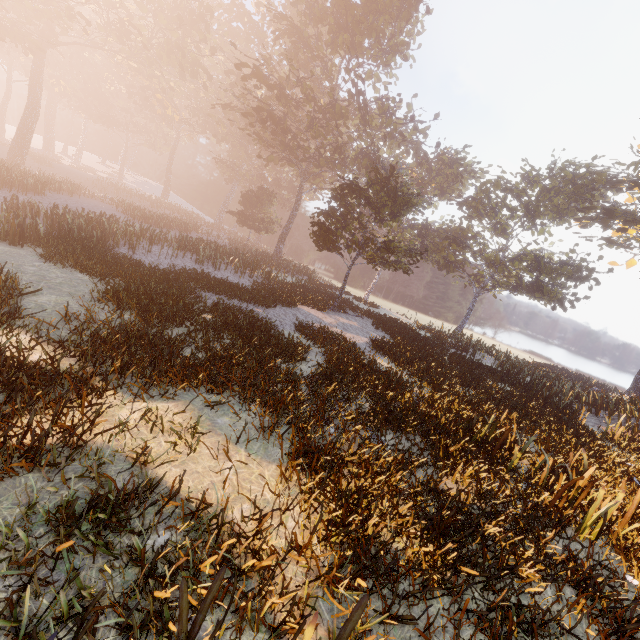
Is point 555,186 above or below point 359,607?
above
